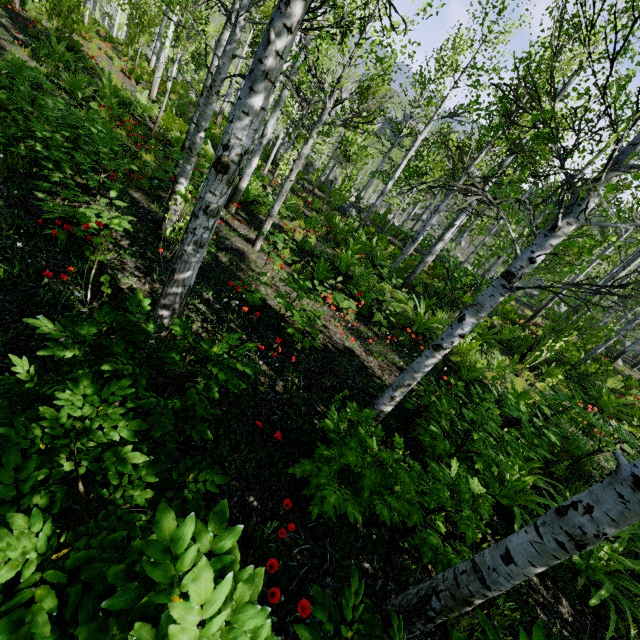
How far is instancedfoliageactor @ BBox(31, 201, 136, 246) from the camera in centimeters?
381cm

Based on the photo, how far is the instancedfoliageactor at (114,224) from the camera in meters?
3.8

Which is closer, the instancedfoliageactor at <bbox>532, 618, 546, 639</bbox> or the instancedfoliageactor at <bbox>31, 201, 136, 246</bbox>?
the instancedfoliageactor at <bbox>532, 618, 546, 639</bbox>

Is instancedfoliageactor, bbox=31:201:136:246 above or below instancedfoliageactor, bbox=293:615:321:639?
below

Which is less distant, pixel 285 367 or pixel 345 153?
pixel 285 367

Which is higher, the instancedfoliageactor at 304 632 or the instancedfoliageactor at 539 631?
the instancedfoliageactor at 539 631
